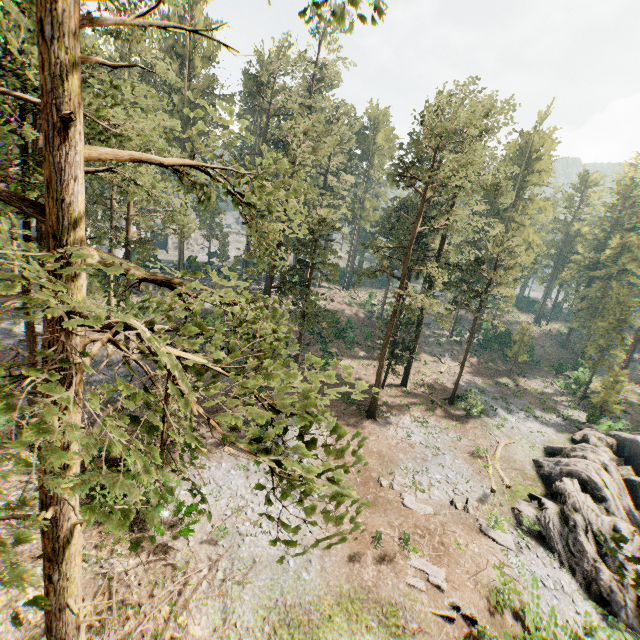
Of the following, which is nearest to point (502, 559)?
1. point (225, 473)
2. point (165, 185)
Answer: point (225, 473)

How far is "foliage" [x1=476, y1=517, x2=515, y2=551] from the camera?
19.19m

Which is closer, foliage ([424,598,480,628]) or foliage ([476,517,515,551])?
foliage ([424,598,480,628])

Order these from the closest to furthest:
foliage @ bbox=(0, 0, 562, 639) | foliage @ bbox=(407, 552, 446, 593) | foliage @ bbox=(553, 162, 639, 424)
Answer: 1. foliage @ bbox=(0, 0, 562, 639)
2. foliage @ bbox=(407, 552, 446, 593)
3. foliage @ bbox=(553, 162, 639, 424)

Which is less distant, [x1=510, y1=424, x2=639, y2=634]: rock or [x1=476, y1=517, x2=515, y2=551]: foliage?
[x1=510, y1=424, x2=639, y2=634]: rock

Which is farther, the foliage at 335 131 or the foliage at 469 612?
the foliage at 469 612

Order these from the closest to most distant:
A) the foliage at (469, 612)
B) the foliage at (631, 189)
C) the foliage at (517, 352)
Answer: the foliage at (469, 612) < the foliage at (631, 189) < the foliage at (517, 352)
